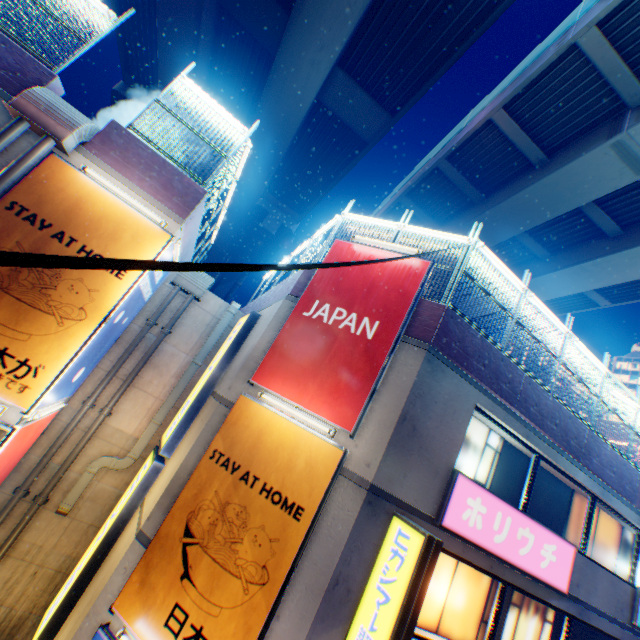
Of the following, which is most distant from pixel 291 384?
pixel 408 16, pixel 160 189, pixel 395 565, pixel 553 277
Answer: pixel 553 277

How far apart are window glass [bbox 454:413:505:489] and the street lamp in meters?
2.6

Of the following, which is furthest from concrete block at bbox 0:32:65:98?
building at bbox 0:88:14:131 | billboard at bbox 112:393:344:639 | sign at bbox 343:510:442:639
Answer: sign at bbox 343:510:442:639

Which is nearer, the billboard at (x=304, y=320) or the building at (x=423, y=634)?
the building at (x=423, y=634)

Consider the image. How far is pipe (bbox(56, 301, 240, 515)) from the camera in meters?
8.8

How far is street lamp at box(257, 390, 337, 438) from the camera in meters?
6.3

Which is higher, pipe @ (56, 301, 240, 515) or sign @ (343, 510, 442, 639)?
sign @ (343, 510, 442, 639)

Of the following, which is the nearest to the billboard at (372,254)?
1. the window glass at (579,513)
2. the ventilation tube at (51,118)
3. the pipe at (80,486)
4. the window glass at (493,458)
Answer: the window glass at (493,458)
